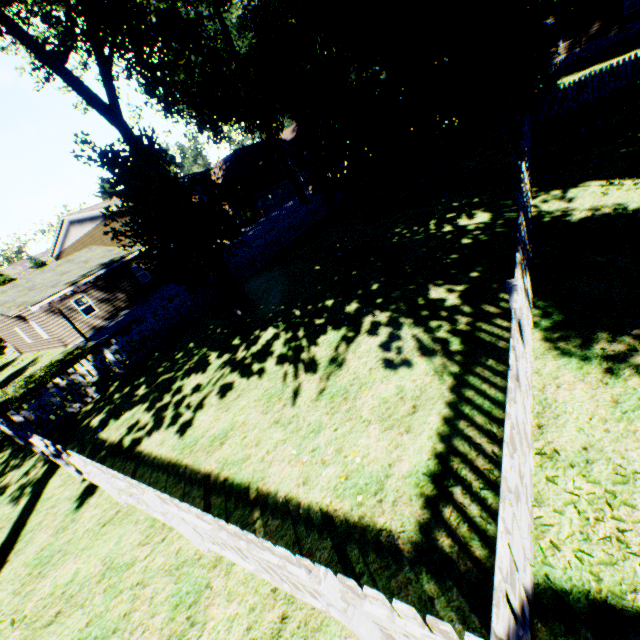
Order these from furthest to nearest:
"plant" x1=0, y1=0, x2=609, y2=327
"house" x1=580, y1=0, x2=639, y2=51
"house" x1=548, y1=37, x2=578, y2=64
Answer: "house" x1=548, y1=37, x2=578, y2=64
"house" x1=580, y1=0, x2=639, y2=51
"plant" x1=0, y1=0, x2=609, y2=327

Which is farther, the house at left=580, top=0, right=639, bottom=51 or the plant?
the house at left=580, top=0, right=639, bottom=51

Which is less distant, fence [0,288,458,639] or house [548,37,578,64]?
fence [0,288,458,639]

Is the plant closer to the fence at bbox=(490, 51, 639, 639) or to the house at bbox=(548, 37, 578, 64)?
the fence at bbox=(490, 51, 639, 639)

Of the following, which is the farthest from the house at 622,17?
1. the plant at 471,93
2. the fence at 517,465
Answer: the plant at 471,93

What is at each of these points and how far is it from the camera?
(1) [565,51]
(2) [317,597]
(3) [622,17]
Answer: (1) house, 34.2 meters
(2) fence, 2.8 meters
(3) house, 31.3 meters

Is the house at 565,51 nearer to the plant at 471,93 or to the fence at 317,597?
the fence at 317,597
